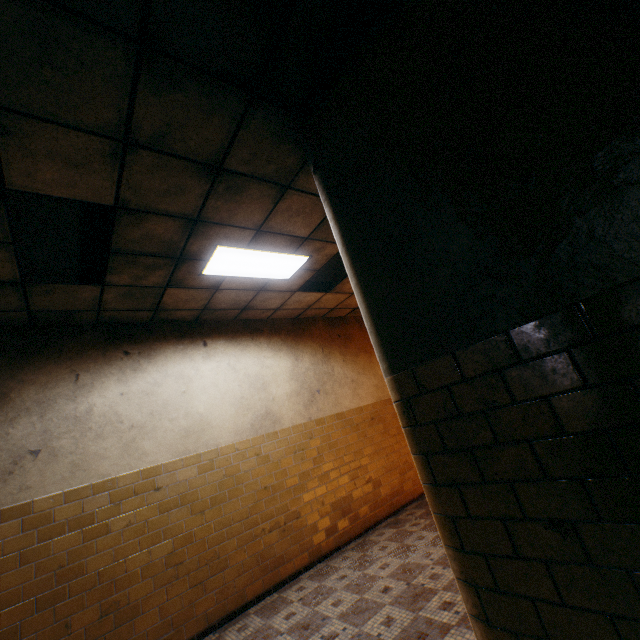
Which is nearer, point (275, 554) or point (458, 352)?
point (458, 352)

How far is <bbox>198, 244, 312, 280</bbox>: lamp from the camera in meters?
3.8 m

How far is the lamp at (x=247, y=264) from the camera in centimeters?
377cm
